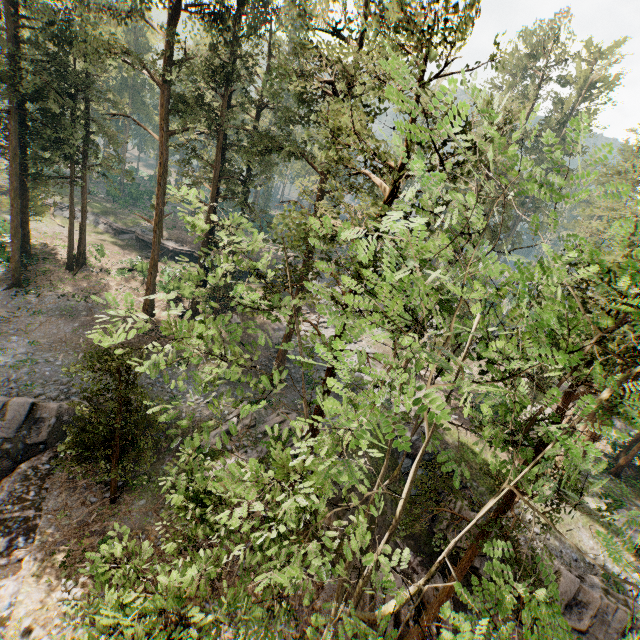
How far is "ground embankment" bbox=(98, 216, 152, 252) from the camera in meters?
43.0

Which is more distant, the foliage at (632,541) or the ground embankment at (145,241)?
the ground embankment at (145,241)

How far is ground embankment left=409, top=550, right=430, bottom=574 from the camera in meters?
17.8 m

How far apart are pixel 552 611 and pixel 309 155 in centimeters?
2156cm

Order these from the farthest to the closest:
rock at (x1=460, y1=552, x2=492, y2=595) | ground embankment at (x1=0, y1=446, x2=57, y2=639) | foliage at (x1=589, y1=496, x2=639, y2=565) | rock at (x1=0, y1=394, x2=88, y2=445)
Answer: A: rock at (x1=0, y1=394, x2=88, y2=445) → rock at (x1=460, y1=552, x2=492, y2=595) → ground embankment at (x1=0, y1=446, x2=57, y2=639) → foliage at (x1=589, y1=496, x2=639, y2=565)

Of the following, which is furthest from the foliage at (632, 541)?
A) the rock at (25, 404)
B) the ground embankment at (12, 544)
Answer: the rock at (25, 404)

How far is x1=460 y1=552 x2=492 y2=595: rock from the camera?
16.92m
